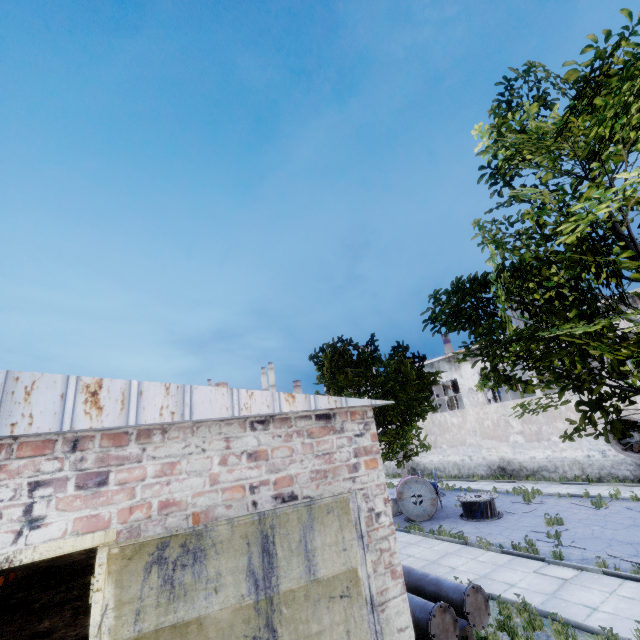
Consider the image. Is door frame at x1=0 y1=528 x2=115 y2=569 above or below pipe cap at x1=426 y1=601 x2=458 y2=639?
above

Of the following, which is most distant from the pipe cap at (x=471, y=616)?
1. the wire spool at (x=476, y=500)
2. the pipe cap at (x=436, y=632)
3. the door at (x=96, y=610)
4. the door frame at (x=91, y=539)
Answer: the wire spool at (x=476, y=500)

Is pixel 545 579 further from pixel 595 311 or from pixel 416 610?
pixel 595 311

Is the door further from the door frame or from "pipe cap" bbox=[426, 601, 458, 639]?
"pipe cap" bbox=[426, 601, 458, 639]

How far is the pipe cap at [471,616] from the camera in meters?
6.4 m

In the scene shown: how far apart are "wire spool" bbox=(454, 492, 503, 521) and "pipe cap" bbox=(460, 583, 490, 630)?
9.9 meters

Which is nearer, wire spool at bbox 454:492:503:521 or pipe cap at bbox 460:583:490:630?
pipe cap at bbox 460:583:490:630

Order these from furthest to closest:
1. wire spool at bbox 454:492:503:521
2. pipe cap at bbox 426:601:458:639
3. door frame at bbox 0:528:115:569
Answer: wire spool at bbox 454:492:503:521 → pipe cap at bbox 426:601:458:639 → door frame at bbox 0:528:115:569
